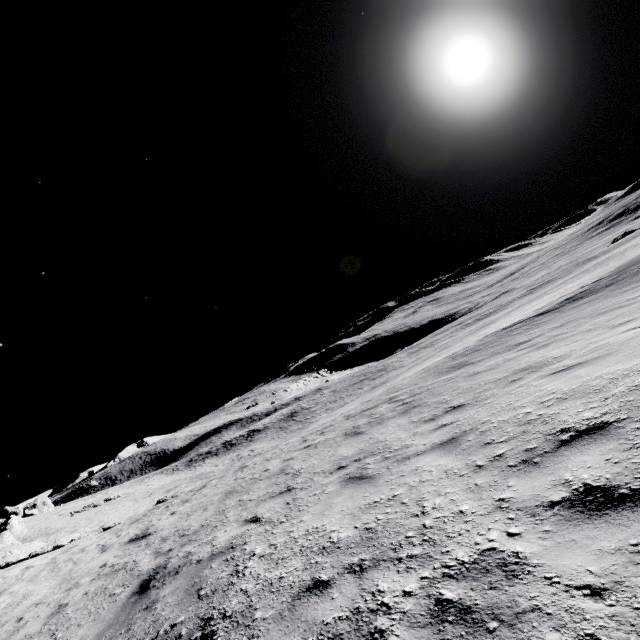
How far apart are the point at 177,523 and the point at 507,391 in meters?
9.1
